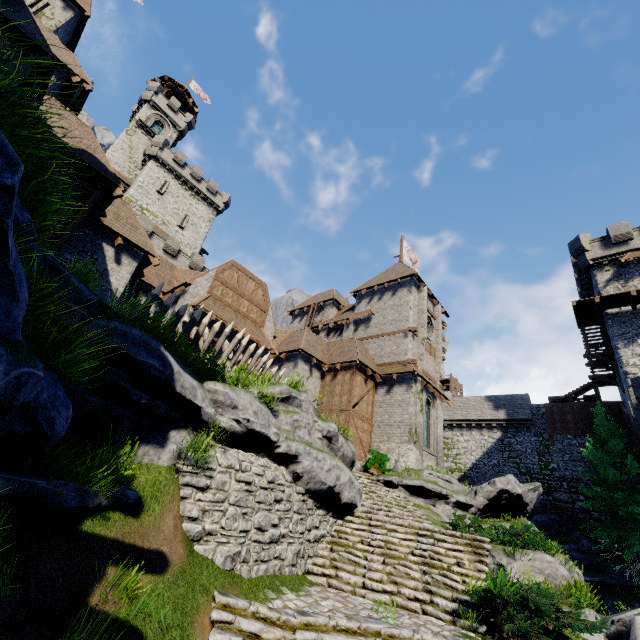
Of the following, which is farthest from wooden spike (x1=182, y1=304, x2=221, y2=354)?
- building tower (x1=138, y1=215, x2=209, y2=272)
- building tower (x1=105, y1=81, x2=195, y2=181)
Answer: building tower (x1=105, y1=81, x2=195, y2=181)

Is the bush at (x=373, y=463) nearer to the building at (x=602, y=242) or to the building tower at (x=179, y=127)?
the building at (x=602, y=242)

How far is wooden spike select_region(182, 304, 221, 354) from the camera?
10.4m

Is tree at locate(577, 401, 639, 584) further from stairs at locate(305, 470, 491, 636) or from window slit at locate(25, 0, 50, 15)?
window slit at locate(25, 0, 50, 15)

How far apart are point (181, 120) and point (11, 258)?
55.4m

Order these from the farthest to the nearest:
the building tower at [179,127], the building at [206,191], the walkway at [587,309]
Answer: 1. the building tower at [179,127]
2. the walkway at [587,309]
3. the building at [206,191]

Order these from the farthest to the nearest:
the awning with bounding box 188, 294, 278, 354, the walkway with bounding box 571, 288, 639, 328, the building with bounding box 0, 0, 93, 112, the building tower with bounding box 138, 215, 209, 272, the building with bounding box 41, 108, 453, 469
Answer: the building tower with bounding box 138, 215, 209, 272 < the walkway with bounding box 571, 288, 639, 328 < the awning with bounding box 188, 294, 278, 354 < the building with bounding box 41, 108, 453, 469 < the building with bounding box 0, 0, 93, 112

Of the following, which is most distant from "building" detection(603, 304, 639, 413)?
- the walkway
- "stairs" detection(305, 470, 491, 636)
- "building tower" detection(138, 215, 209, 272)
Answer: "building tower" detection(138, 215, 209, 272)
